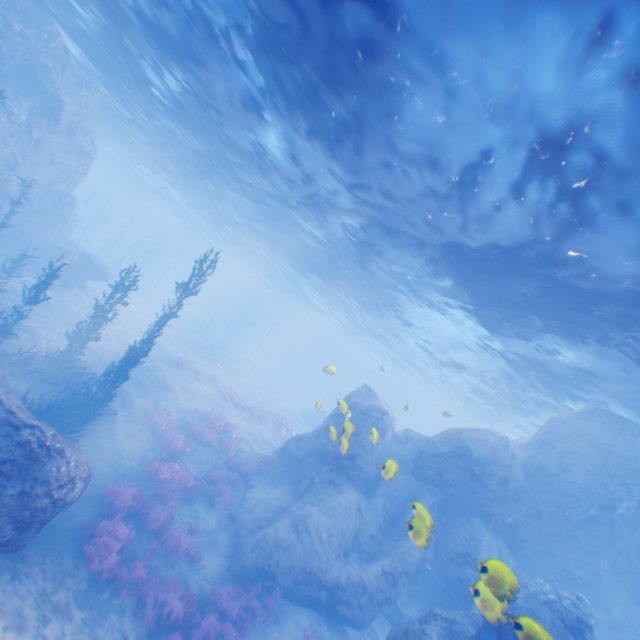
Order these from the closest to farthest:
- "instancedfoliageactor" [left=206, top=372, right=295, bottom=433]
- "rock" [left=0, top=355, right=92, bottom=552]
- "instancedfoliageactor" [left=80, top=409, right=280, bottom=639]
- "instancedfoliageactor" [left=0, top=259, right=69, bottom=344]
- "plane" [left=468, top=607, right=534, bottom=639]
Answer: "plane" [left=468, top=607, right=534, bottom=639] → "rock" [left=0, top=355, right=92, bottom=552] → "instancedfoliageactor" [left=80, top=409, right=280, bottom=639] → "instancedfoliageactor" [left=0, top=259, right=69, bottom=344] → "instancedfoliageactor" [left=206, top=372, right=295, bottom=433]

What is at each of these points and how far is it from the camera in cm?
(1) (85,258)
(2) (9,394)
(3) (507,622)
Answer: (1) rock, 2408
(2) rock, 956
(3) plane, 686

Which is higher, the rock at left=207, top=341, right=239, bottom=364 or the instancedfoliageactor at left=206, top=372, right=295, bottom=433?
the rock at left=207, top=341, right=239, bottom=364

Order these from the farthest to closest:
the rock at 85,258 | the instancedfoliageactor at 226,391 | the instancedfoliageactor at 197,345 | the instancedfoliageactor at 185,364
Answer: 1. the instancedfoliageactor at 197,345
2. the instancedfoliageactor at 226,391
3. the instancedfoliageactor at 185,364
4. the rock at 85,258

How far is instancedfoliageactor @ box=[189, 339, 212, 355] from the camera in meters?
32.4 m

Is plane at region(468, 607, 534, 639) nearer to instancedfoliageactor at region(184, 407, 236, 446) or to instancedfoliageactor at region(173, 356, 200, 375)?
instancedfoliageactor at region(184, 407, 236, 446)

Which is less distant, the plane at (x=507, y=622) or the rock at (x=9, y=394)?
the plane at (x=507, y=622)

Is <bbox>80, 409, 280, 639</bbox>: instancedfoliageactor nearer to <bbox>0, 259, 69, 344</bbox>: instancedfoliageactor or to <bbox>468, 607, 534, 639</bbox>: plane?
<bbox>468, 607, 534, 639</bbox>: plane
